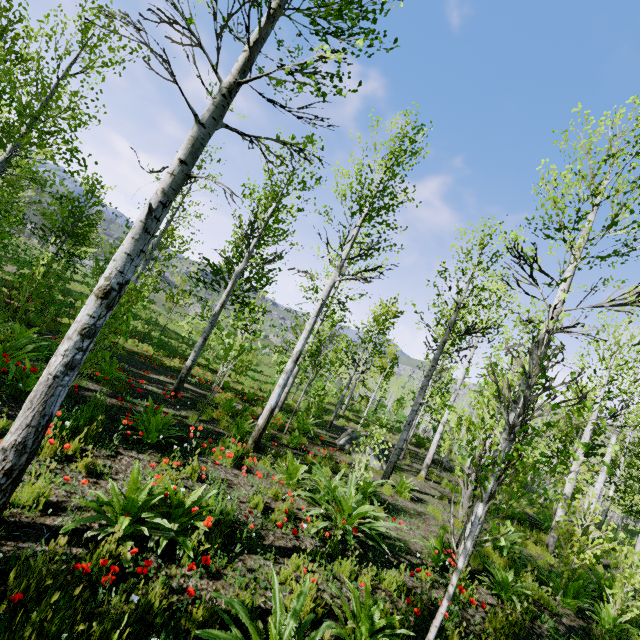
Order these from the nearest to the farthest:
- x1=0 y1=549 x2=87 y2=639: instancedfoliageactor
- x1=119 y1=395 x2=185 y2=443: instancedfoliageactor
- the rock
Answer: x1=0 y1=549 x2=87 y2=639: instancedfoliageactor → x1=119 y1=395 x2=185 y2=443: instancedfoliageactor → the rock

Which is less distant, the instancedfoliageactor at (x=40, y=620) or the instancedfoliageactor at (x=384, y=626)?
the instancedfoliageactor at (x=40, y=620)

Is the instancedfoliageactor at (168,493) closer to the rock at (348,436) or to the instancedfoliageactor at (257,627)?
the rock at (348,436)

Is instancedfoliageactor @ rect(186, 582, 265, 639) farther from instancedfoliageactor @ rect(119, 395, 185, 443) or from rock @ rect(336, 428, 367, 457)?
rock @ rect(336, 428, 367, 457)

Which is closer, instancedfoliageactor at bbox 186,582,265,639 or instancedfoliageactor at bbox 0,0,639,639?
instancedfoliageactor at bbox 186,582,265,639

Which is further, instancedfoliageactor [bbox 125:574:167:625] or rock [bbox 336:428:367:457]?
rock [bbox 336:428:367:457]

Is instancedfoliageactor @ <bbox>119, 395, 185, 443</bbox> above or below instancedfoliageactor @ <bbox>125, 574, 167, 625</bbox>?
above

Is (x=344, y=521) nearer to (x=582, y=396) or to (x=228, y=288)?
(x=582, y=396)
